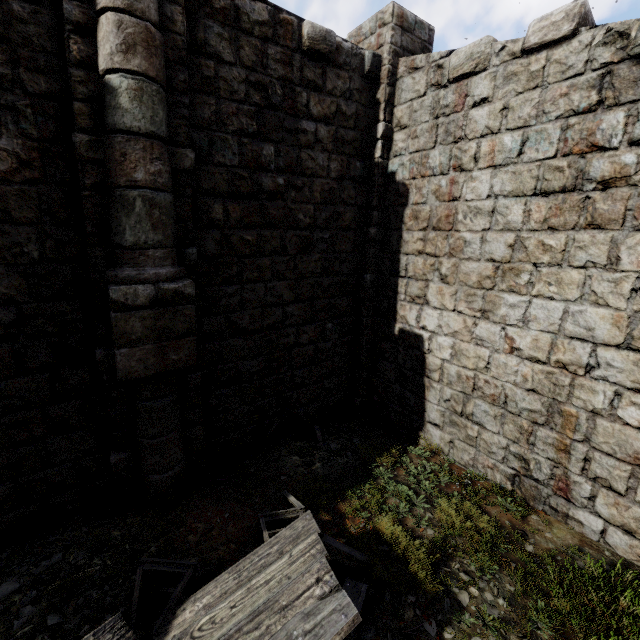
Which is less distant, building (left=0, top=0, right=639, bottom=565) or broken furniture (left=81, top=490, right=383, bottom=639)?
broken furniture (left=81, top=490, right=383, bottom=639)

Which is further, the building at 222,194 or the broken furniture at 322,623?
the building at 222,194

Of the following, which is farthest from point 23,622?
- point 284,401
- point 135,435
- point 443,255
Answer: point 443,255
